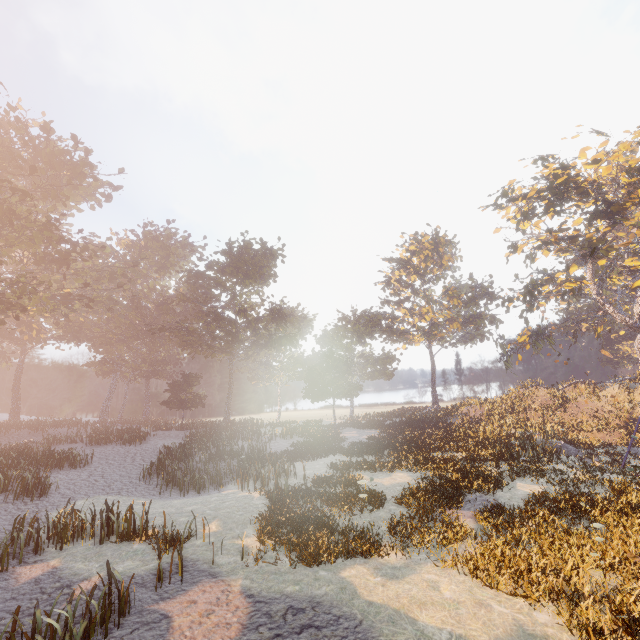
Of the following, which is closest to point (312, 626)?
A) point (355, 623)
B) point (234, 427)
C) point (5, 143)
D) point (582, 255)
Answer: point (355, 623)
